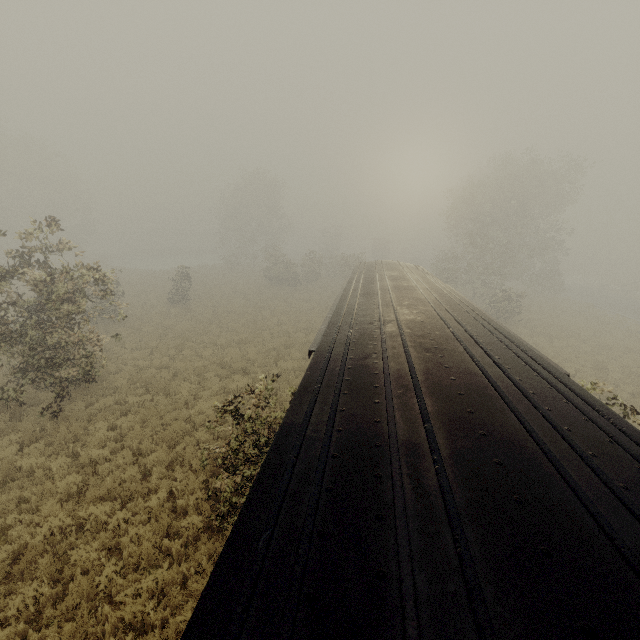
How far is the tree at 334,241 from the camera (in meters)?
38.16

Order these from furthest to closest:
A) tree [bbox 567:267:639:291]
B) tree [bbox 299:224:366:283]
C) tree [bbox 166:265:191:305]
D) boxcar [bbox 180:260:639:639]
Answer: tree [bbox 567:267:639:291], tree [bbox 299:224:366:283], tree [bbox 166:265:191:305], boxcar [bbox 180:260:639:639]

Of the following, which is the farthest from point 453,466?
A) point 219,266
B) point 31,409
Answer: point 219,266

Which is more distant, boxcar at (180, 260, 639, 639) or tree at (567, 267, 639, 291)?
tree at (567, 267, 639, 291)

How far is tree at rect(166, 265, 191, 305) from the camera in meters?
27.0 m

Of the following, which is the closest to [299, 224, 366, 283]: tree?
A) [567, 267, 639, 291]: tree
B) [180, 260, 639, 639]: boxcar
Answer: [180, 260, 639, 639]: boxcar
